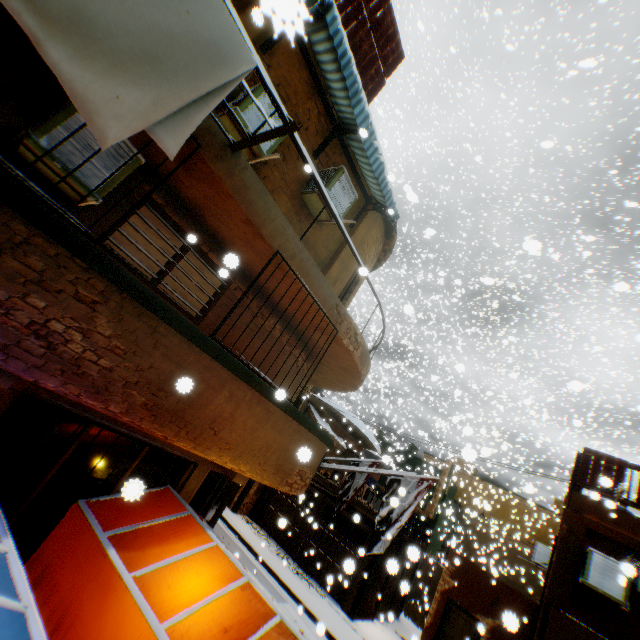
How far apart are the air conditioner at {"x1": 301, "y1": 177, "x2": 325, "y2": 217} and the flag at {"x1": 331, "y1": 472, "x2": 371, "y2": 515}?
7.5m

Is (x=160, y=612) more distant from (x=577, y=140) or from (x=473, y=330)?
(x=577, y=140)

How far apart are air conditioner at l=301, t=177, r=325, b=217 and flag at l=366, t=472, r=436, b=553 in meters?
4.9 m

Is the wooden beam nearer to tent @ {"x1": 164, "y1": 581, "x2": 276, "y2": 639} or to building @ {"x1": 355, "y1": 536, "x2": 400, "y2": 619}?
building @ {"x1": 355, "y1": 536, "x2": 400, "y2": 619}

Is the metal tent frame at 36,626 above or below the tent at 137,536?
below

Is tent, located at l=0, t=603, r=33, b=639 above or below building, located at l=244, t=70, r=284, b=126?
below

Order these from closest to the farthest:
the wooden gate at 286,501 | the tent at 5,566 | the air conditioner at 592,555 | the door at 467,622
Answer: the tent at 5,566 → the air conditioner at 592,555 → the door at 467,622 → the wooden gate at 286,501

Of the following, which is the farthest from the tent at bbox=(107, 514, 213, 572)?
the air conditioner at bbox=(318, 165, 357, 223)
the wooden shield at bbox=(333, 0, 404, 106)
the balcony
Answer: the air conditioner at bbox=(318, 165, 357, 223)
